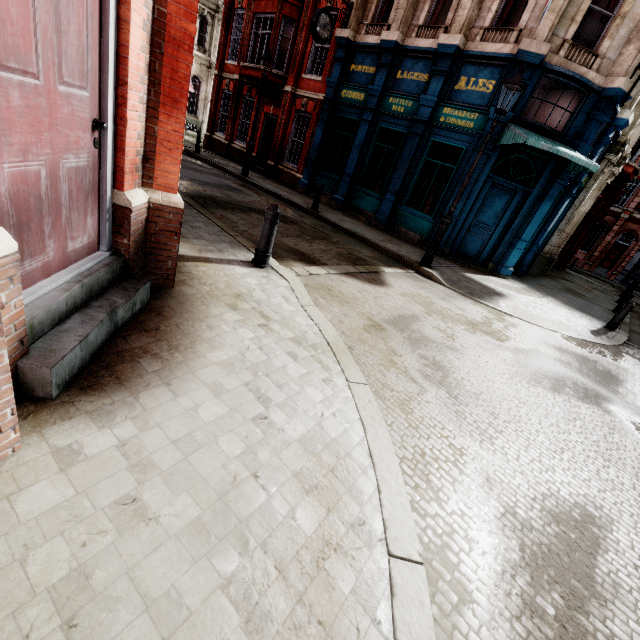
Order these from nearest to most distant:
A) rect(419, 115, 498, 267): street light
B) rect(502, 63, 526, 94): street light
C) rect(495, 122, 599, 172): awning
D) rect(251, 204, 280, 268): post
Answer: rect(251, 204, 280, 268): post < rect(502, 63, 526, 94): street light < rect(419, 115, 498, 267): street light < rect(495, 122, 599, 172): awning

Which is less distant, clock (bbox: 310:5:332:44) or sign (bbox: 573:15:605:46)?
sign (bbox: 573:15:605:46)

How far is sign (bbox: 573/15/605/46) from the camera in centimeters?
911cm

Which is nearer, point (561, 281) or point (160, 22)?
point (160, 22)

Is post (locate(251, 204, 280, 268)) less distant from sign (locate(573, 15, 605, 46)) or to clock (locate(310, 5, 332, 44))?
sign (locate(573, 15, 605, 46))

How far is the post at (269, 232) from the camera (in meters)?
4.78

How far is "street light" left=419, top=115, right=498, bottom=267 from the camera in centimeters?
783cm

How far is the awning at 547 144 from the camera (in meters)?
8.63
